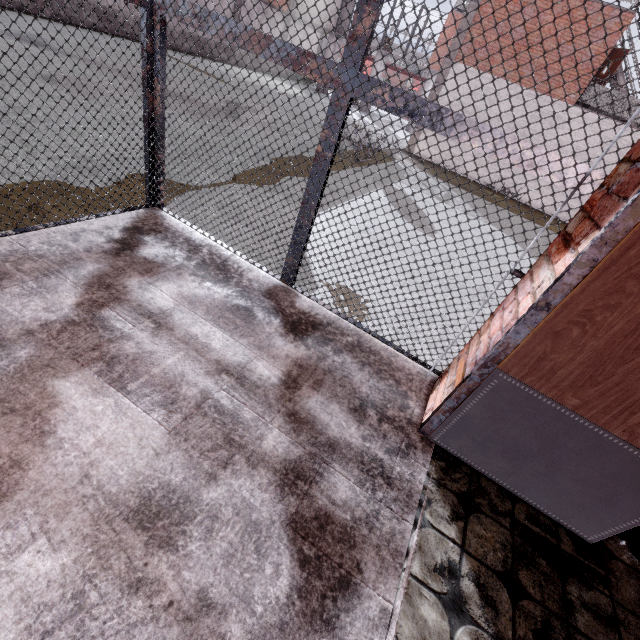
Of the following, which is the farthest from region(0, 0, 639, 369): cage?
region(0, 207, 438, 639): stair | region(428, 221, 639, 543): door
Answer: region(428, 221, 639, 543): door

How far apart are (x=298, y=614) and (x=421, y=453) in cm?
100

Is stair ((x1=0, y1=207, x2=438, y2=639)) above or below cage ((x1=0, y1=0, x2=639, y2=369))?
below

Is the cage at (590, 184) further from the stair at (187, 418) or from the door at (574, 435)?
the door at (574, 435)

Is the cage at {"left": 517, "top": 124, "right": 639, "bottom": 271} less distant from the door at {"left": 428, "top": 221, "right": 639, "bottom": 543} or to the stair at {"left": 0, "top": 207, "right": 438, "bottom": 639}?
the stair at {"left": 0, "top": 207, "right": 438, "bottom": 639}

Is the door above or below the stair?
above
